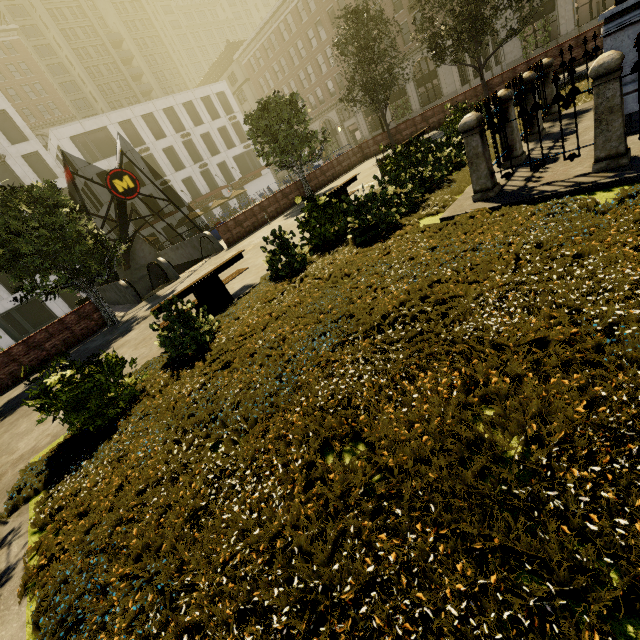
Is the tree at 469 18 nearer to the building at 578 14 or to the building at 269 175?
the building at 578 14

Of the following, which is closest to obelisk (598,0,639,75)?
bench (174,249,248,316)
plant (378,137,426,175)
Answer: plant (378,137,426,175)

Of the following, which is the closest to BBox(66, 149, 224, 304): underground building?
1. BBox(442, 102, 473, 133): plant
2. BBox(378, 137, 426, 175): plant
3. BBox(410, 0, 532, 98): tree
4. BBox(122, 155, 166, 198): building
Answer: BBox(410, 0, 532, 98): tree

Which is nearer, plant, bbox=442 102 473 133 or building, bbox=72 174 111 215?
plant, bbox=442 102 473 133

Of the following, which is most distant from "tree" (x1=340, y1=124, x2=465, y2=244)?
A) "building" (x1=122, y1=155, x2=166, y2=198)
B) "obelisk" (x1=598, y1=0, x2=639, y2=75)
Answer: "building" (x1=122, y1=155, x2=166, y2=198)

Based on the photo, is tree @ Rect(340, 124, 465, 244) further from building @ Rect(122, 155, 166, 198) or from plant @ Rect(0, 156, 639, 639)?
building @ Rect(122, 155, 166, 198)

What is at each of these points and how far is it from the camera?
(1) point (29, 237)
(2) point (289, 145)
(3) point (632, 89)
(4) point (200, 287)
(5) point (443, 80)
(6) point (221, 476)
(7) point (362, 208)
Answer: (1) tree, 11.6 meters
(2) tree, 18.0 meters
(3) obelisk, 5.1 meters
(4) bench, 7.5 meters
(5) building, 36.1 meters
(6) plant, 3.0 meters
(7) tree, 6.7 meters

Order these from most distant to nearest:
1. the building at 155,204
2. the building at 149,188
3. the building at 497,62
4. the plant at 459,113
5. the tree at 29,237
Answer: the building at 155,204, the building at 149,188, the building at 497,62, the plant at 459,113, the tree at 29,237
